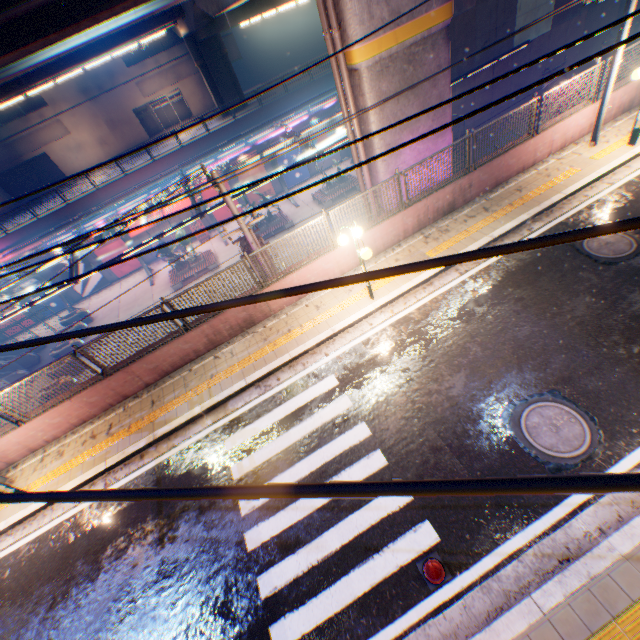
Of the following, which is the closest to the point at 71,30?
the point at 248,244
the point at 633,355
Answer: the point at 248,244

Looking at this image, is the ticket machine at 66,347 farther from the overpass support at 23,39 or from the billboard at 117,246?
A: the overpass support at 23,39

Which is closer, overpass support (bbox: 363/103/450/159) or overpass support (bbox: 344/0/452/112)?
overpass support (bbox: 344/0/452/112)

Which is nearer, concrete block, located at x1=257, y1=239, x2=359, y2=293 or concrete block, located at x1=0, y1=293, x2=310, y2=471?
concrete block, located at x1=0, y1=293, x2=310, y2=471

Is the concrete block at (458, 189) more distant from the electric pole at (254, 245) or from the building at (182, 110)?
the building at (182, 110)

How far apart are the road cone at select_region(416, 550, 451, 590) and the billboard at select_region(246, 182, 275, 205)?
30.2m

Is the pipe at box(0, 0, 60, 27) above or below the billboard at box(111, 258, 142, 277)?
above

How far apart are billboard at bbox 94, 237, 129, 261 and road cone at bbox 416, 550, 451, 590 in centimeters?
3126cm
